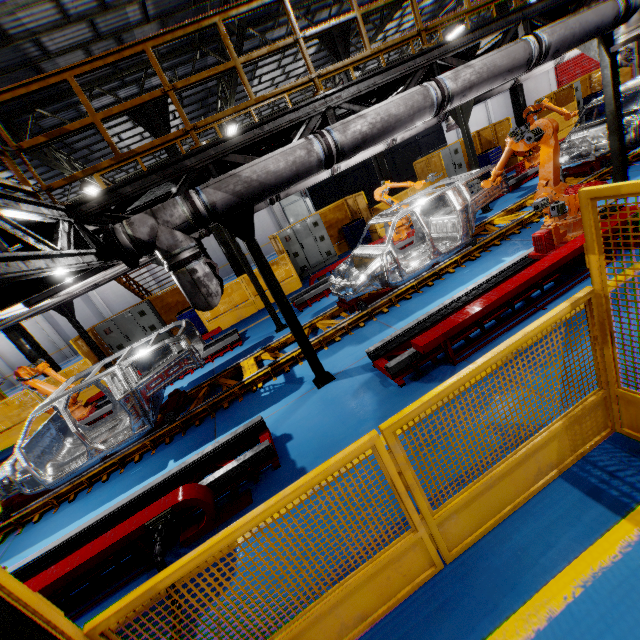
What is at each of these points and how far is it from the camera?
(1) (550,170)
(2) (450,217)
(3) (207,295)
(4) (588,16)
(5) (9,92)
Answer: (1) robot arm, 5.70m
(2) chassis, 8.26m
(3) vent pipe, 4.38m
(4) vent pipe, 5.32m
(5) metal handrail, 3.76m

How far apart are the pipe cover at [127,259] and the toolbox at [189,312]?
8.5 meters

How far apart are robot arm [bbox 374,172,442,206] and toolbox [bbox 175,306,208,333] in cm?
736

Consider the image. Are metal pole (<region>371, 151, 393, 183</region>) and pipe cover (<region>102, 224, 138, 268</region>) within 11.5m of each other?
no

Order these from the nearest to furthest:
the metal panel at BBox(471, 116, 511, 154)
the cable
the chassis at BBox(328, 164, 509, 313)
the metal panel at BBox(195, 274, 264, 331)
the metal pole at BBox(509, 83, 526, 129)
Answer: the cable < the chassis at BBox(328, 164, 509, 313) < the metal panel at BBox(195, 274, 264, 331) < the metal panel at BBox(471, 116, 511, 154) < the metal pole at BBox(509, 83, 526, 129)

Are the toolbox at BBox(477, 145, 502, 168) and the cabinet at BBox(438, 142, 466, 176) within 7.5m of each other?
yes

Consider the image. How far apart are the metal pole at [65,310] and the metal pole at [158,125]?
5.34m

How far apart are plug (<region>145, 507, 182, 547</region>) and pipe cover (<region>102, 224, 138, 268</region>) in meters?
3.0
